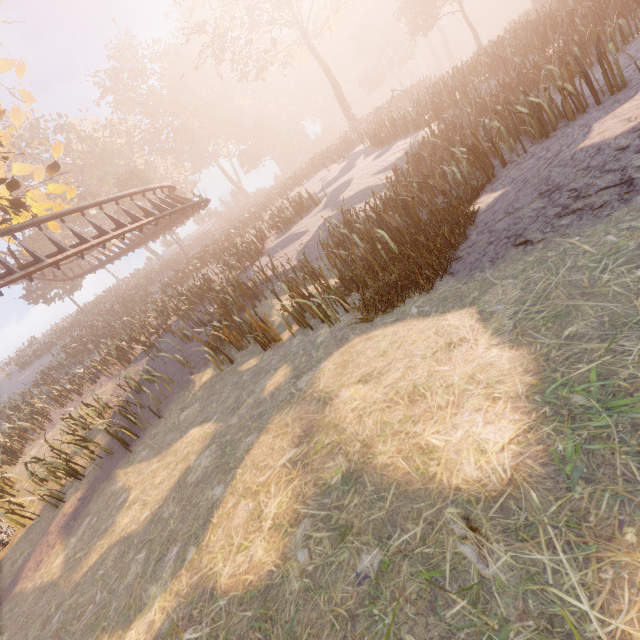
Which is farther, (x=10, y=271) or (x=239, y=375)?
(x=10, y=271)

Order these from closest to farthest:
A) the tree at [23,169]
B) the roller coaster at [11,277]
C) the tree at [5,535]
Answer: the tree at [5,535] → the tree at [23,169] → the roller coaster at [11,277]

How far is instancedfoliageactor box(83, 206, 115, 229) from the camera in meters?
43.8 m

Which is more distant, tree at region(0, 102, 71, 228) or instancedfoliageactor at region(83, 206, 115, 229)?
instancedfoliageactor at region(83, 206, 115, 229)

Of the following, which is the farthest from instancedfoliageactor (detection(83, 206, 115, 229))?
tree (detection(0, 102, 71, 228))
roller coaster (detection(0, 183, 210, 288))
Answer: tree (detection(0, 102, 71, 228))

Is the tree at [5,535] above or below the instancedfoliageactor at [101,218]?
below

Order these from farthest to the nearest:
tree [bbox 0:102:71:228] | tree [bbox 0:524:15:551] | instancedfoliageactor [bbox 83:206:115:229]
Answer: instancedfoliageactor [bbox 83:206:115:229], tree [bbox 0:102:71:228], tree [bbox 0:524:15:551]

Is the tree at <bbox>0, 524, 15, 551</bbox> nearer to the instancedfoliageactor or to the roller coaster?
the roller coaster
